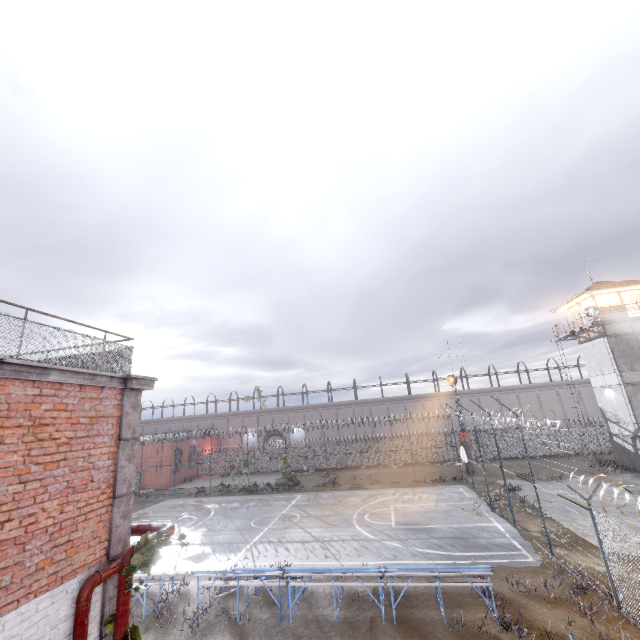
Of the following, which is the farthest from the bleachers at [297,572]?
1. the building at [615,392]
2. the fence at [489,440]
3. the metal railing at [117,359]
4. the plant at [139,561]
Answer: the building at [615,392]

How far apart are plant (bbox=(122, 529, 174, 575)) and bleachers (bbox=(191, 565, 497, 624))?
5.8 meters

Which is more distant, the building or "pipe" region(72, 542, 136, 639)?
the building

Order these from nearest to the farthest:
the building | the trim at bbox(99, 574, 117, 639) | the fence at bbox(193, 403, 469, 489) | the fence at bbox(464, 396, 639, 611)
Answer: the trim at bbox(99, 574, 117, 639) < the fence at bbox(464, 396, 639, 611) < the building < the fence at bbox(193, 403, 469, 489)

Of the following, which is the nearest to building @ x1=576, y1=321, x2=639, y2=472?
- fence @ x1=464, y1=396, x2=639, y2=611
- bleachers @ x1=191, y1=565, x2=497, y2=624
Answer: fence @ x1=464, y1=396, x2=639, y2=611

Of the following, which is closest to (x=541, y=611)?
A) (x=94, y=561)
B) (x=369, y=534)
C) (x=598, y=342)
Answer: (x=369, y=534)

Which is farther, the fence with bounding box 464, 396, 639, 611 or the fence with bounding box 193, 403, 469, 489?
the fence with bounding box 193, 403, 469, 489

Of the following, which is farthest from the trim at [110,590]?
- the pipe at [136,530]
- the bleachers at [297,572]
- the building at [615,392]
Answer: the building at [615,392]
